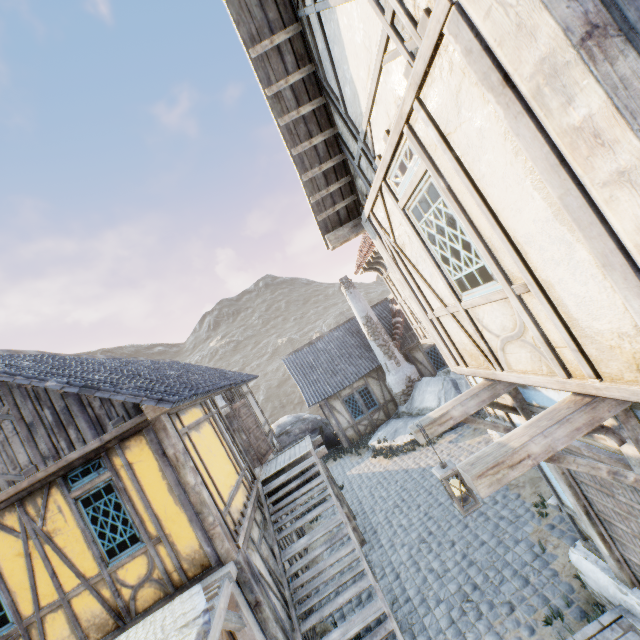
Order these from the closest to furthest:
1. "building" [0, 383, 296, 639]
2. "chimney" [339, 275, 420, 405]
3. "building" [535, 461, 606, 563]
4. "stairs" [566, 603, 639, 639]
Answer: "stairs" [566, 603, 639, 639] < "building" [535, 461, 606, 563] < "building" [0, 383, 296, 639] < "chimney" [339, 275, 420, 405]

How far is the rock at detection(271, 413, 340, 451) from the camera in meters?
18.4

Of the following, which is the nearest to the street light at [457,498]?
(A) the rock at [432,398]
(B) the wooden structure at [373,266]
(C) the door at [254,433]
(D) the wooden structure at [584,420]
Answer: (D) the wooden structure at [584,420]

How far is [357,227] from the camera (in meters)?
5.87

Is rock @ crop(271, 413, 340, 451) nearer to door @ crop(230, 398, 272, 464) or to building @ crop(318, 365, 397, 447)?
building @ crop(318, 365, 397, 447)

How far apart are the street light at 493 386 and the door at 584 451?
0.0m

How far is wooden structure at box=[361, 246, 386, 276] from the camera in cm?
829

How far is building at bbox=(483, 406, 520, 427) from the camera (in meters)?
4.69
